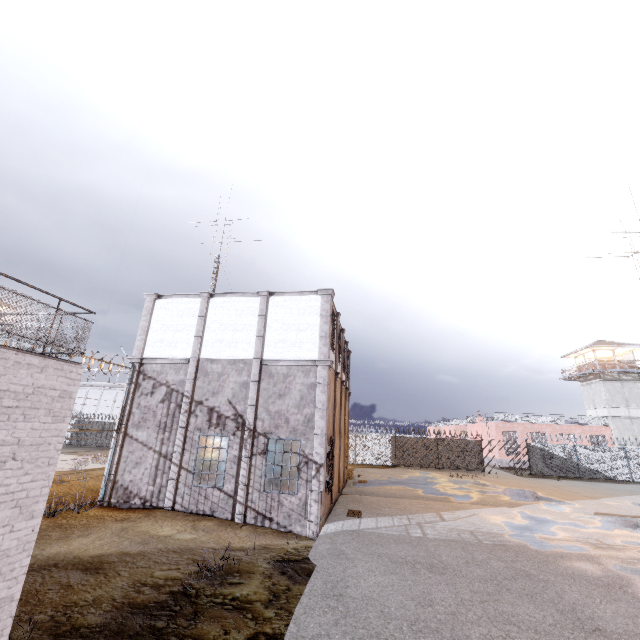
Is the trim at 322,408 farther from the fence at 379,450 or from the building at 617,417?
the building at 617,417

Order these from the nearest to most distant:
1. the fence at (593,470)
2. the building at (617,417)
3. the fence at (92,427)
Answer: the fence at (92,427) → the fence at (593,470) → the building at (617,417)

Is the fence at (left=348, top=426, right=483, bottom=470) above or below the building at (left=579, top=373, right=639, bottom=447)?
below

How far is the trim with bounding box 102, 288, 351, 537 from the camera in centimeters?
1227cm

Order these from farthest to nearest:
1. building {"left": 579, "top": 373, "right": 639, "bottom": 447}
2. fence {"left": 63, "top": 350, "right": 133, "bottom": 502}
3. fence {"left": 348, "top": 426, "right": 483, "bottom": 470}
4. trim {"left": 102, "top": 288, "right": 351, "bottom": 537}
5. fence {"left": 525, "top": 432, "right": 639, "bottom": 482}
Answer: building {"left": 579, "top": 373, "right": 639, "bottom": 447} < fence {"left": 348, "top": 426, "right": 483, "bottom": 470} < fence {"left": 525, "top": 432, "right": 639, "bottom": 482} < fence {"left": 63, "top": 350, "right": 133, "bottom": 502} < trim {"left": 102, "top": 288, "right": 351, "bottom": 537}

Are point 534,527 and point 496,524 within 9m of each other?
yes

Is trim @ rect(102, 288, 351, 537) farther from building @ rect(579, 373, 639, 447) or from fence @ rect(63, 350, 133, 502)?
building @ rect(579, 373, 639, 447)

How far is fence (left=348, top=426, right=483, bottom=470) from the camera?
30.5m
